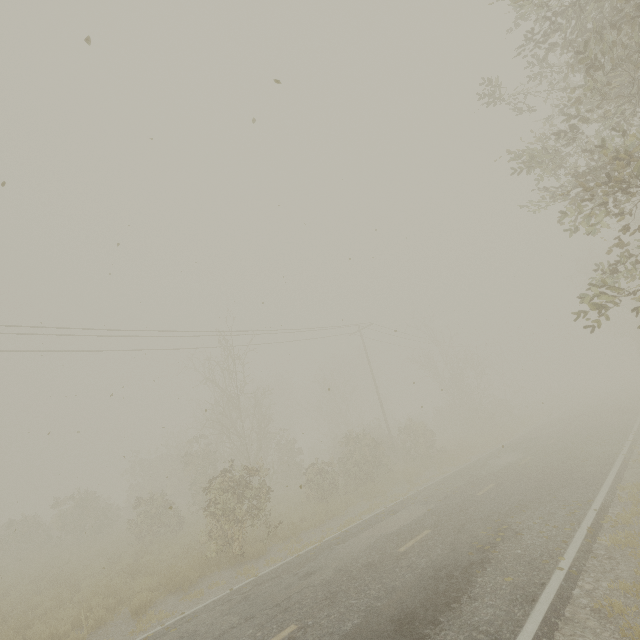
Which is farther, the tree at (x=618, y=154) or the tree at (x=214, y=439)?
the tree at (x=214, y=439)

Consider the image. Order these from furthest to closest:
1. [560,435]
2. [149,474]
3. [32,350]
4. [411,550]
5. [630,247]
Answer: [630,247] → [149,474] → [560,435] → [32,350] → [411,550]

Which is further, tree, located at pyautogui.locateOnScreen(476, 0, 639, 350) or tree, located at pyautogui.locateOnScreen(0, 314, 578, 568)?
tree, located at pyautogui.locateOnScreen(0, 314, 578, 568)
